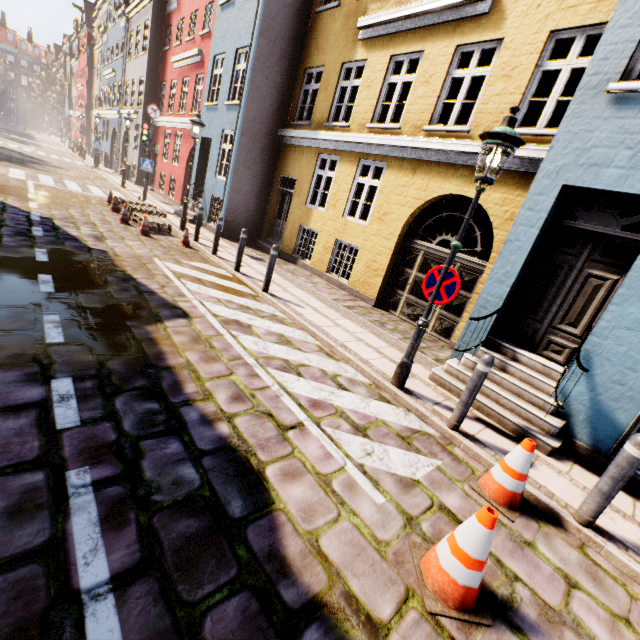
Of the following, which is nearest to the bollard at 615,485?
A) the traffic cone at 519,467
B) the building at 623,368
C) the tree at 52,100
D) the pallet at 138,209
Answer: the traffic cone at 519,467

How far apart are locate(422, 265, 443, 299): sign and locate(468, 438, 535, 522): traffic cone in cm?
208

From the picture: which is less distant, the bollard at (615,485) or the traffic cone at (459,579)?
the traffic cone at (459,579)

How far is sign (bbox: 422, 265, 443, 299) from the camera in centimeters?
447cm

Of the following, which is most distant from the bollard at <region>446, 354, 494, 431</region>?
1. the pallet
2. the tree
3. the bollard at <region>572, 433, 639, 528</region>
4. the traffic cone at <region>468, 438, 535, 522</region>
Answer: the tree

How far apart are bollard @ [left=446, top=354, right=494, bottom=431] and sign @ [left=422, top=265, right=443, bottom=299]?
1.1 meters

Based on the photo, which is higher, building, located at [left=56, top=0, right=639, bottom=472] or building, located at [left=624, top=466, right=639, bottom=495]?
building, located at [left=56, top=0, right=639, bottom=472]

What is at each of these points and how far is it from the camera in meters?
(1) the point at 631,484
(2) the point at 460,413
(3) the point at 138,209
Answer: (1) building, 4.1
(2) bollard, 4.2
(3) pallet, 11.8
